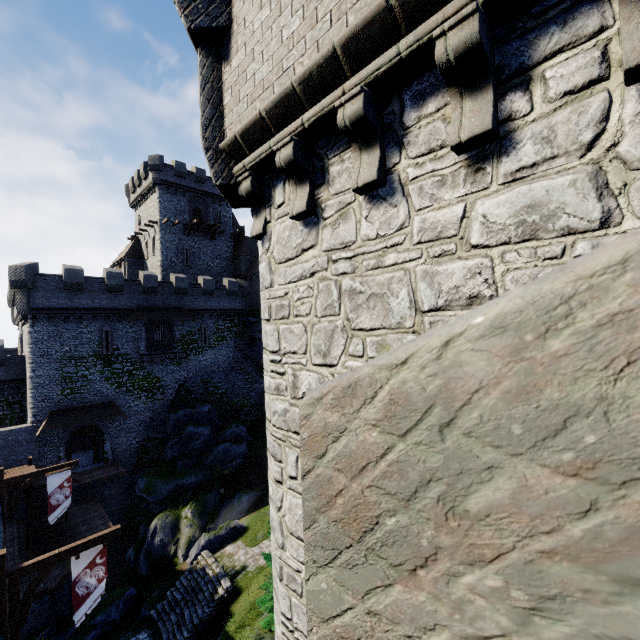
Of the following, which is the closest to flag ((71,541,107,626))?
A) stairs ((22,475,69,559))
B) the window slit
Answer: stairs ((22,475,69,559))

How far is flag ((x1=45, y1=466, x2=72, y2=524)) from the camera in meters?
18.3

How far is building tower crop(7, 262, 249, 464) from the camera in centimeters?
2608cm

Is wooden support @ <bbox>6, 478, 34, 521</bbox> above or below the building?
below

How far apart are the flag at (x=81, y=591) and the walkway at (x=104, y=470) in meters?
16.6

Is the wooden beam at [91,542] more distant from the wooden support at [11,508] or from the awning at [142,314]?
the awning at [142,314]

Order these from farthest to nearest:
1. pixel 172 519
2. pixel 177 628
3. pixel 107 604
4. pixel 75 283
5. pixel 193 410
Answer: pixel 193 410, pixel 75 283, pixel 172 519, pixel 107 604, pixel 177 628
